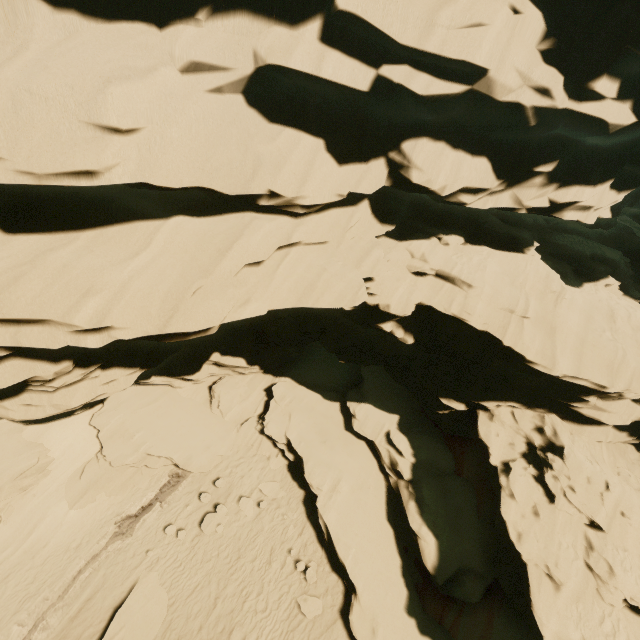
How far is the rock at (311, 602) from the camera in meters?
12.2 m

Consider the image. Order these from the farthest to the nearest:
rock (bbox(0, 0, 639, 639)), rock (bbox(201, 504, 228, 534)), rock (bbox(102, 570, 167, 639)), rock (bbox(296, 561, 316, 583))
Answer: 1. rock (bbox(201, 504, 228, 534))
2. rock (bbox(296, 561, 316, 583))
3. rock (bbox(102, 570, 167, 639))
4. rock (bbox(0, 0, 639, 639))

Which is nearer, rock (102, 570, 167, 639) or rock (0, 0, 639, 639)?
rock (0, 0, 639, 639)

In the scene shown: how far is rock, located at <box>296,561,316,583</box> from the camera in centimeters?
1302cm

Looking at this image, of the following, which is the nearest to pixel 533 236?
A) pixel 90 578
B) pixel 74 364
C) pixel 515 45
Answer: pixel 515 45
